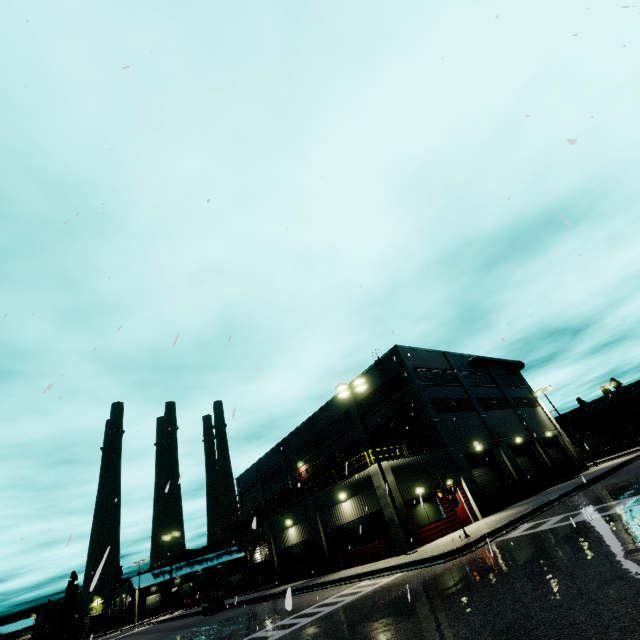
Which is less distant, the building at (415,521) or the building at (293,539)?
the building at (293,539)

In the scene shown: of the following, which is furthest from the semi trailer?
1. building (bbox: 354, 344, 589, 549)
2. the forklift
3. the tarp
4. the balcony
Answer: the tarp

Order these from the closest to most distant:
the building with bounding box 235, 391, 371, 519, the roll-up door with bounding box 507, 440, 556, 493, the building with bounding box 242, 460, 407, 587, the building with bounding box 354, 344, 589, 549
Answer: the building with bounding box 242, 460, 407, 587 < the building with bounding box 354, 344, 589, 549 < the roll-up door with bounding box 507, 440, 556, 493 < the building with bounding box 235, 391, 371, 519

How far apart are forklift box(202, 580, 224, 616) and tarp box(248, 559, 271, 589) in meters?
3.3

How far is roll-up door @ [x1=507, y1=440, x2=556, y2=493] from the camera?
30.3m

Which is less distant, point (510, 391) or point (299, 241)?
point (299, 241)

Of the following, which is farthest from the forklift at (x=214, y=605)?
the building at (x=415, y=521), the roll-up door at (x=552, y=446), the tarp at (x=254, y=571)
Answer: the roll-up door at (x=552, y=446)

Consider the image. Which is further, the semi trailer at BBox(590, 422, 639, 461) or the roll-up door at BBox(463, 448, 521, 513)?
the semi trailer at BBox(590, 422, 639, 461)
